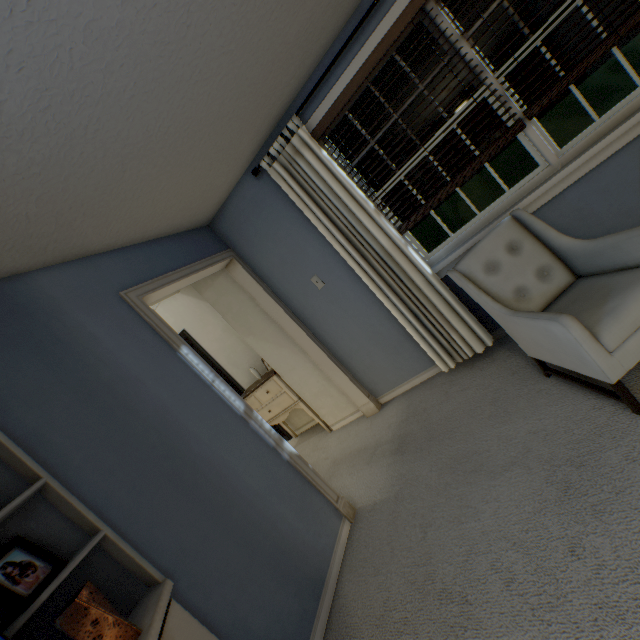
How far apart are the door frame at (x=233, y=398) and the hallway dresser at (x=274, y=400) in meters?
0.6 m

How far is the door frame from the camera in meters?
2.1 m

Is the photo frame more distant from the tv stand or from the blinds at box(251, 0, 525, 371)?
the blinds at box(251, 0, 525, 371)

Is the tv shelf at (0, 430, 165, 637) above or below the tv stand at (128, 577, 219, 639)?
above

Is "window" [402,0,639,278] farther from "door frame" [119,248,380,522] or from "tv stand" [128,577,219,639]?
"tv stand" [128,577,219,639]

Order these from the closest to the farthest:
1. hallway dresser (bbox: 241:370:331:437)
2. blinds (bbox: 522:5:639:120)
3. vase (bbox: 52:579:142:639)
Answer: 1. vase (bbox: 52:579:142:639)
2. blinds (bbox: 522:5:639:120)
3. hallway dresser (bbox: 241:370:331:437)

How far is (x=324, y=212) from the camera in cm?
254

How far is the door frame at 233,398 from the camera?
2.1 meters
